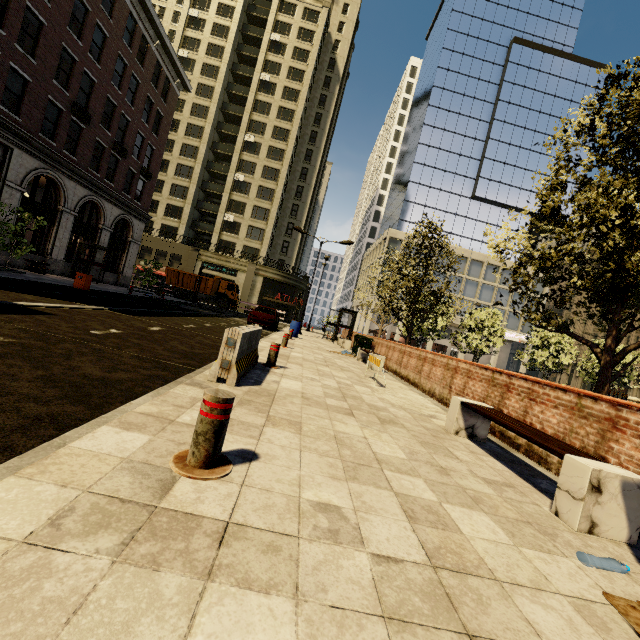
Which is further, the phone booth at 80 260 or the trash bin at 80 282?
the phone booth at 80 260

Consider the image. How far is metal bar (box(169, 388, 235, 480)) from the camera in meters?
2.3 m

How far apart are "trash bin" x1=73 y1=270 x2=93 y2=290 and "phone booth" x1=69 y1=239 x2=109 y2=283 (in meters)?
8.04

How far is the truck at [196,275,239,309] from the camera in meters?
35.8 m

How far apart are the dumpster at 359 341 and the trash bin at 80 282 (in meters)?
13.32

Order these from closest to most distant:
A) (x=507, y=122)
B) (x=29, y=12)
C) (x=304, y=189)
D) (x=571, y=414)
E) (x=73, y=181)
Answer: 1. (x=571, y=414)
2. (x=29, y=12)
3. (x=73, y=181)
4. (x=507, y=122)
5. (x=304, y=189)

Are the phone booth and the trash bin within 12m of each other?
yes

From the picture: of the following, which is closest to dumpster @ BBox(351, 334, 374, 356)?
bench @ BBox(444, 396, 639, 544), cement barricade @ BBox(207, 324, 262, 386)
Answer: cement barricade @ BBox(207, 324, 262, 386)
